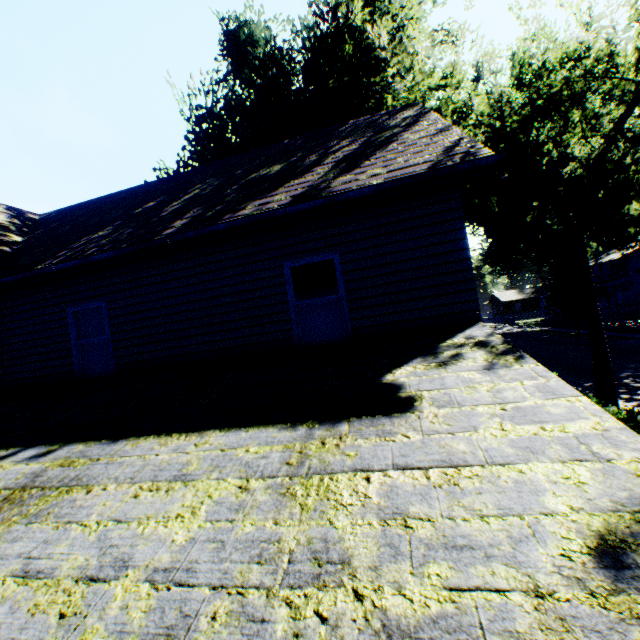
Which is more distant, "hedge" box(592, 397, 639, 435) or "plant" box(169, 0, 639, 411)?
"plant" box(169, 0, 639, 411)

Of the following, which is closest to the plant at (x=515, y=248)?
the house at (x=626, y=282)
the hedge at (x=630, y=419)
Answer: the house at (x=626, y=282)

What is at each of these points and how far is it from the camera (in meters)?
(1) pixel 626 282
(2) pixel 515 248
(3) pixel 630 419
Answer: (1) house, 44.69
(2) plant, 45.00
(3) hedge, 6.58

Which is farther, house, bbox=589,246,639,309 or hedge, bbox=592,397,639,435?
house, bbox=589,246,639,309

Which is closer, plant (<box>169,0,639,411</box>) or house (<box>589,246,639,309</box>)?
plant (<box>169,0,639,411</box>)

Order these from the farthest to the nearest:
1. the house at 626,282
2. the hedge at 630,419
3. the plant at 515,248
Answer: the house at 626,282 < the plant at 515,248 < the hedge at 630,419

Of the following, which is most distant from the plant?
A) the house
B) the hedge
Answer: the hedge

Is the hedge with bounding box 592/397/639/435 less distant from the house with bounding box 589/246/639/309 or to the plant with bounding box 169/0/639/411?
the plant with bounding box 169/0/639/411
